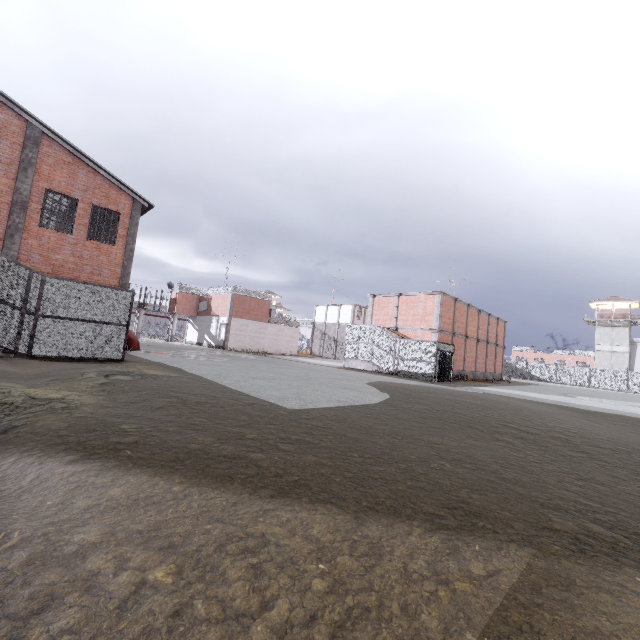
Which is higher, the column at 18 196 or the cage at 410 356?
the column at 18 196

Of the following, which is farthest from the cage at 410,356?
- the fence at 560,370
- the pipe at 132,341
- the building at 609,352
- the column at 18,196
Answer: the building at 609,352

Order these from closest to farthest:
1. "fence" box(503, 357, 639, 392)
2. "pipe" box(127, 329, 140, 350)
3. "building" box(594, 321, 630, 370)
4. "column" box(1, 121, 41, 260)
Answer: "column" box(1, 121, 41, 260) < "pipe" box(127, 329, 140, 350) < "fence" box(503, 357, 639, 392) < "building" box(594, 321, 630, 370)

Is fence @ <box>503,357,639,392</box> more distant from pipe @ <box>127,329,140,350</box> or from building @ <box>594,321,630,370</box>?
pipe @ <box>127,329,140,350</box>

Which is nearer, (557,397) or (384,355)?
(557,397)

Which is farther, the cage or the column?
the cage

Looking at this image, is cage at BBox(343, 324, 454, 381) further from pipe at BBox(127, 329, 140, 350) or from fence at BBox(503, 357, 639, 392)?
pipe at BBox(127, 329, 140, 350)

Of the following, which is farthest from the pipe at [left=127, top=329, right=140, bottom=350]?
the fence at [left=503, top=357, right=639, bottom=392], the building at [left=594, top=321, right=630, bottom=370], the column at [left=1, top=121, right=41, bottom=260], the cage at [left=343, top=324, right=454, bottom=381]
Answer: the building at [left=594, top=321, right=630, bottom=370]
